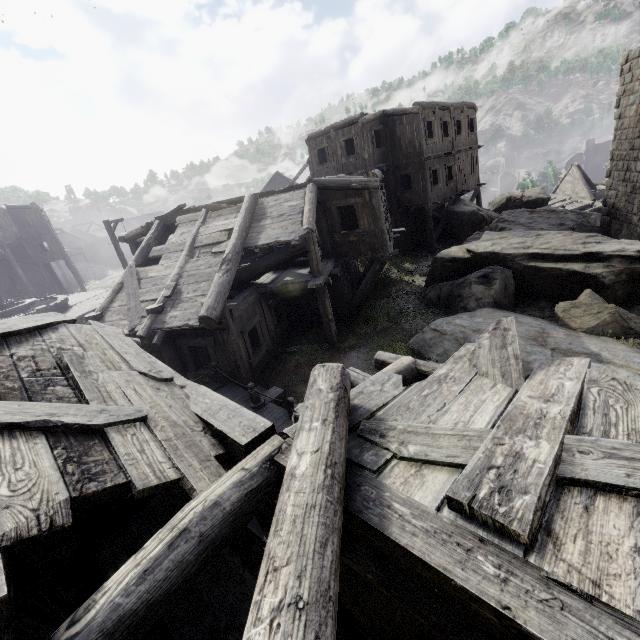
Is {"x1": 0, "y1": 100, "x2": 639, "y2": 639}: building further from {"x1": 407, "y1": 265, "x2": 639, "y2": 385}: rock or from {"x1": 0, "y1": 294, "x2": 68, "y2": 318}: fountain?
{"x1": 0, "y1": 294, "x2": 68, "y2": 318}: fountain

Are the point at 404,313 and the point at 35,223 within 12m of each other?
no

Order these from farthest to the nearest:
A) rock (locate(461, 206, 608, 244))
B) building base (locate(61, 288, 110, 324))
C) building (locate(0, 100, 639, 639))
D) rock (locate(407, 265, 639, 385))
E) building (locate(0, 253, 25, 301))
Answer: building (locate(0, 253, 25, 301)) → building base (locate(61, 288, 110, 324)) → rock (locate(461, 206, 608, 244)) → rock (locate(407, 265, 639, 385)) → building (locate(0, 100, 639, 639))

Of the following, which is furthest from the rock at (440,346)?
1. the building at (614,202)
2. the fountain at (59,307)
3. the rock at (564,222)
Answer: the fountain at (59,307)

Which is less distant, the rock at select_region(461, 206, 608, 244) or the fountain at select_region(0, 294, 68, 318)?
the rock at select_region(461, 206, 608, 244)

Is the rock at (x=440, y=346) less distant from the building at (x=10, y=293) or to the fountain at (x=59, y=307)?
the building at (x=10, y=293)

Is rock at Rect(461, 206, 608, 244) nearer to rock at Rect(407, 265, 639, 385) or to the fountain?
rock at Rect(407, 265, 639, 385)

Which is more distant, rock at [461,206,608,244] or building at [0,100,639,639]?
rock at [461,206,608,244]
